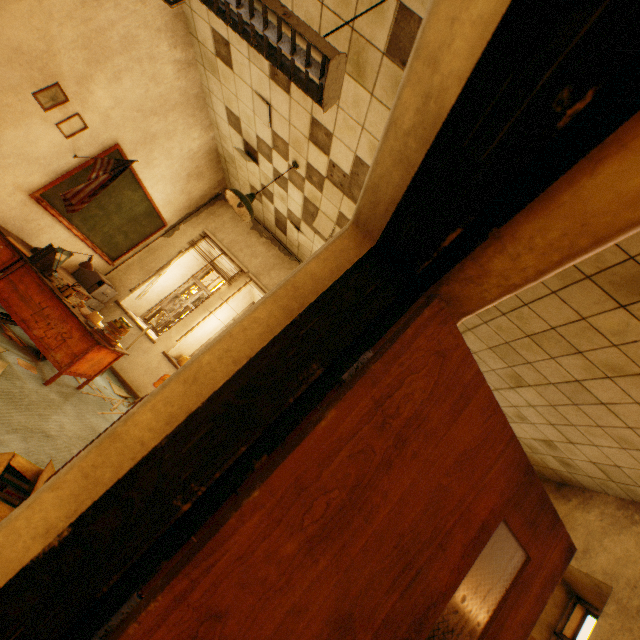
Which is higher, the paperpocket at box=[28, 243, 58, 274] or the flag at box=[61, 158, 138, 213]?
the flag at box=[61, 158, 138, 213]

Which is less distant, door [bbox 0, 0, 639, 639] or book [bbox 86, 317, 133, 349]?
door [bbox 0, 0, 639, 639]

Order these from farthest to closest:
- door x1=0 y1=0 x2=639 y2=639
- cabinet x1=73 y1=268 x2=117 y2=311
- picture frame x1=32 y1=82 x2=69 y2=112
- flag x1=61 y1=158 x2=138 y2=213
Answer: cabinet x1=73 y1=268 x2=117 y2=311 → flag x1=61 y1=158 x2=138 y2=213 → picture frame x1=32 y1=82 x2=69 y2=112 → door x1=0 y1=0 x2=639 y2=639

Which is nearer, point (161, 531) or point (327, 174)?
point (161, 531)

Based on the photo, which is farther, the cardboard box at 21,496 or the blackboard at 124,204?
the blackboard at 124,204

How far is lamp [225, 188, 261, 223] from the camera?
3.9 meters

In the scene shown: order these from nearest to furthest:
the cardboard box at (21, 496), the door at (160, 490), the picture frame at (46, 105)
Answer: the door at (160, 490) → the cardboard box at (21, 496) → the picture frame at (46, 105)

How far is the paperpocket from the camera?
3.87m
